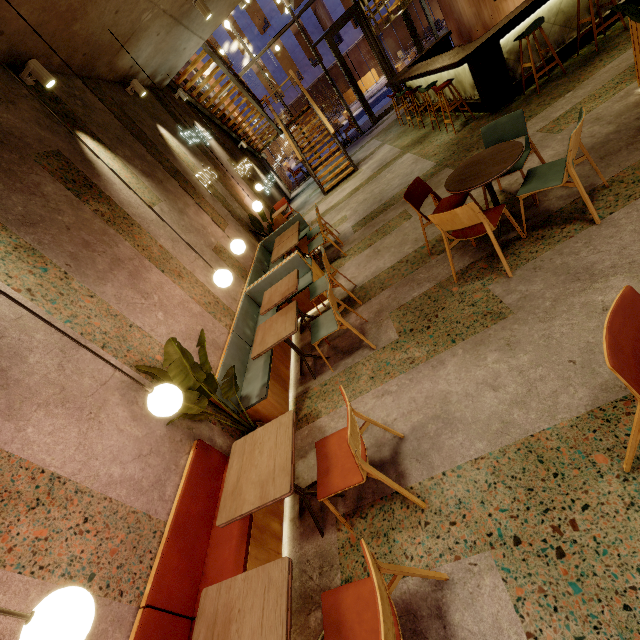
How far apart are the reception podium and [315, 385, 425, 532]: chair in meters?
36.5 m

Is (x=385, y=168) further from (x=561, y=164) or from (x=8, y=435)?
(x=8, y=435)

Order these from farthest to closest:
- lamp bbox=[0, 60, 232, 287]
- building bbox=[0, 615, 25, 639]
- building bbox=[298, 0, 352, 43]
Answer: building bbox=[298, 0, 352, 43] < lamp bbox=[0, 60, 232, 287] < building bbox=[0, 615, 25, 639]

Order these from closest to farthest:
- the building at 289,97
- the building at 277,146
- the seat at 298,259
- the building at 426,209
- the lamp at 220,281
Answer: the lamp at 220,281 < the seat at 298,259 < the building at 426,209 < the building at 289,97 < the building at 277,146

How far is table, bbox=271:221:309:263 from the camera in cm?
573

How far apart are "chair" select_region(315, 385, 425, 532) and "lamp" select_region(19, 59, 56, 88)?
5.0m

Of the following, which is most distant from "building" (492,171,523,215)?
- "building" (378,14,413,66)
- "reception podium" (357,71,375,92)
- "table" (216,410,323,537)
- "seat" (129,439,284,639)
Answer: "reception podium" (357,71,375,92)

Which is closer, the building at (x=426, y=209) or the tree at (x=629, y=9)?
the tree at (x=629, y=9)
